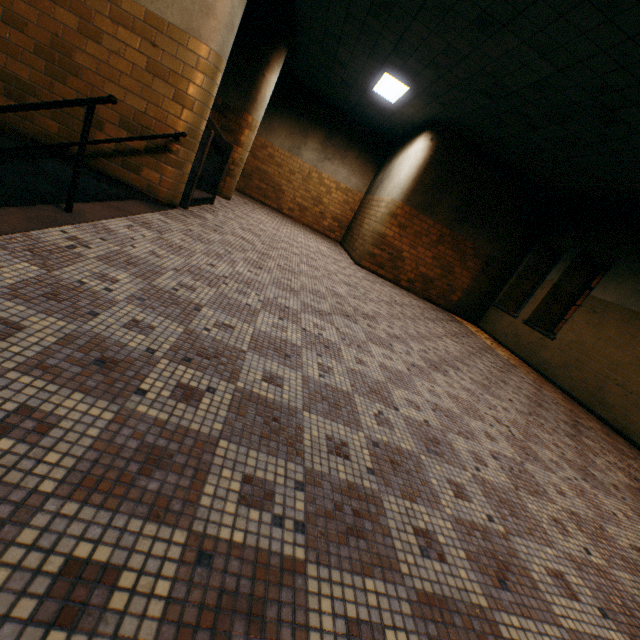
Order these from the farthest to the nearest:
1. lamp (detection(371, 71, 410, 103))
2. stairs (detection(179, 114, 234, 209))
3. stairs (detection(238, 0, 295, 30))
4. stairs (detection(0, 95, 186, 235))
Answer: lamp (detection(371, 71, 410, 103))
stairs (detection(238, 0, 295, 30))
stairs (detection(179, 114, 234, 209))
stairs (detection(0, 95, 186, 235))

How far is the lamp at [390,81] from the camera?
7.0 meters

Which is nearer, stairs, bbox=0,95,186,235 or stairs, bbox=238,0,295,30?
stairs, bbox=0,95,186,235

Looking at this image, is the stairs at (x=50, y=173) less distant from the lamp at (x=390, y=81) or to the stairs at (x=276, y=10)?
the stairs at (x=276, y=10)

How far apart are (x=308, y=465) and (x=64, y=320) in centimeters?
136cm

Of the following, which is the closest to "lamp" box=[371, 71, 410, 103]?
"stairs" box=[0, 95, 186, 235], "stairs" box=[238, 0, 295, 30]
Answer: "stairs" box=[238, 0, 295, 30]

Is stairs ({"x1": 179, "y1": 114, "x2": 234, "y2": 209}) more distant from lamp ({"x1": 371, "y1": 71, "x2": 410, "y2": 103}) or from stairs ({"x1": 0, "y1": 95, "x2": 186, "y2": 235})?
lamp ({"x1": 371, "y1": 71, "x2": 410, "y2": 103})
